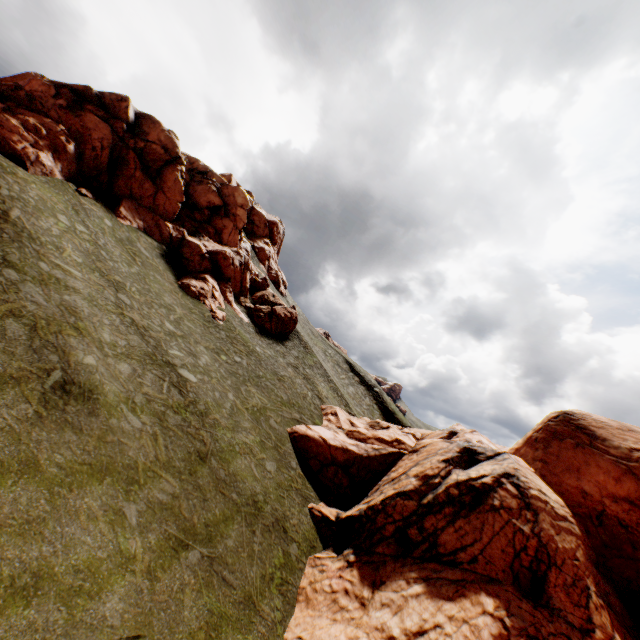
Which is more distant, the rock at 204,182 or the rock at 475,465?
the rock at 204,182

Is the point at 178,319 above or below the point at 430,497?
above

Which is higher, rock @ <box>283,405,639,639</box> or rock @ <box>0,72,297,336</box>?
rock @ <box>0,72,297,336</box>

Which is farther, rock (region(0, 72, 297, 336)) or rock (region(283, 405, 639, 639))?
rock (region(0, 72, 297, 336))

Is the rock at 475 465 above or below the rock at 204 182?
below
